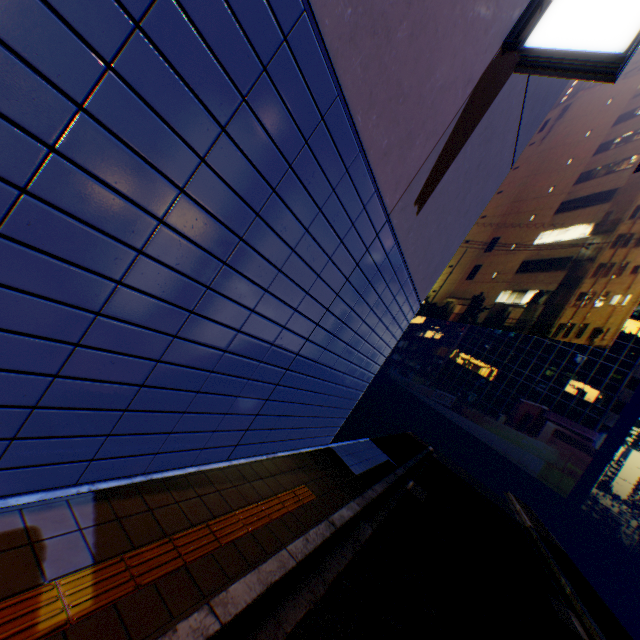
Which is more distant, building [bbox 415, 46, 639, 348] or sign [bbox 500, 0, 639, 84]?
building [bbox 415, 46, 639, 348]

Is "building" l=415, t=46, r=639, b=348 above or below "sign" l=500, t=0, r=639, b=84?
above

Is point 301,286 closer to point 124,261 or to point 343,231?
point 343,231

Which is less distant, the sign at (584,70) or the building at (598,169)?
the sign at (584,70)

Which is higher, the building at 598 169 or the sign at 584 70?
the building at 598 169
